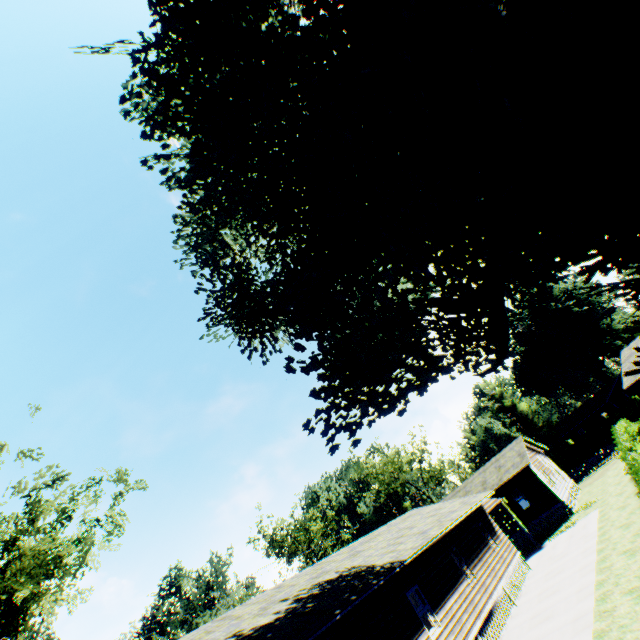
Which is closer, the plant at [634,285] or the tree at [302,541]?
the plant at [634,285]

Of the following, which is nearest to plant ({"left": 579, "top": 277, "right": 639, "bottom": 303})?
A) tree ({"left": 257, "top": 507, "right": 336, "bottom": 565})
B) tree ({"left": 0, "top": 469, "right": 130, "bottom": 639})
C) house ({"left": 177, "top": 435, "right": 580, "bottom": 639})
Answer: tree ({"left": 0, "top": 469, "right": 130, "bottom": 639})

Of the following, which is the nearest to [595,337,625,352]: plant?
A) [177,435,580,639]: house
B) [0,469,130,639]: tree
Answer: [0,469,130,639]: tree

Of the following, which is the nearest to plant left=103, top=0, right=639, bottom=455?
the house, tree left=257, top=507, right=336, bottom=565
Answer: the house

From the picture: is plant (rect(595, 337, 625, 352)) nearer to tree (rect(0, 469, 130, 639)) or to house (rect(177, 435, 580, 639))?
tree (rect(0, 469, 130, 639))

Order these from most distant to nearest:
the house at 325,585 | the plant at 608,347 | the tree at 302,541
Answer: the plant at 608,347 < the tree at 302,541 < the house at 325,585

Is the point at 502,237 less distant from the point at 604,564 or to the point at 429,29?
the point at 429,29

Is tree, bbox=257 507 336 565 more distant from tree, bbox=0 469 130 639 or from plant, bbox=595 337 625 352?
plant, bbox=595 337 625 352
